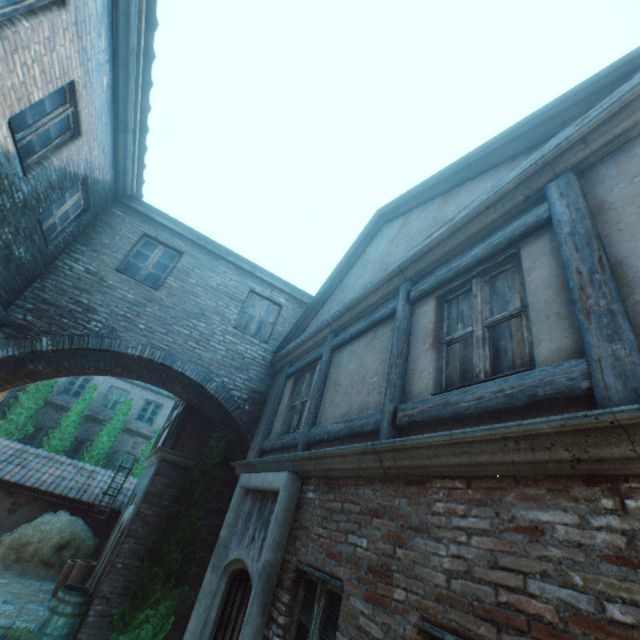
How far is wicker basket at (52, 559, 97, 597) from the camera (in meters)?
8.48

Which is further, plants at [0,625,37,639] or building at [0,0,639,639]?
plants at [0,625,37,639]

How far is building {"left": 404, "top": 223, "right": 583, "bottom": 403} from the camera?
2.42m

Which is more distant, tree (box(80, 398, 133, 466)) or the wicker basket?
tree (box(80, 398, 133, 466))

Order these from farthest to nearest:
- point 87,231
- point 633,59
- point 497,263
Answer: point 87,231, point 497,263, point 633,59

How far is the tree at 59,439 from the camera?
15.52m

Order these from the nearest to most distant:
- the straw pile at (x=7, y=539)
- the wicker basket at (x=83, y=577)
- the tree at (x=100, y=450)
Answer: the wicker basket at (x=83, y=577), the straw pile at (x=7, y=539), the tree at (x=100, y=450)
